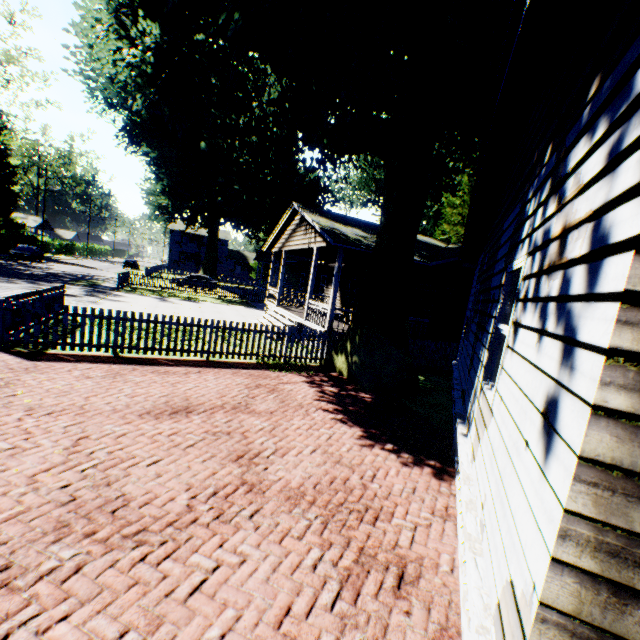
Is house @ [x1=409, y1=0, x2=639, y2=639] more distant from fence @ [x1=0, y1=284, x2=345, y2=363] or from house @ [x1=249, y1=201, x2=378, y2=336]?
fence @ [x1=0, y1=284, x2=345, y2=363]

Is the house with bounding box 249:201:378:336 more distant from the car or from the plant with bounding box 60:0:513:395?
the car

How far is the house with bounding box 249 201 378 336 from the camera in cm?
1270

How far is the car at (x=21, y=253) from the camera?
34.1 meters

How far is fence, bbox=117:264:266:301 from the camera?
26.7 meters

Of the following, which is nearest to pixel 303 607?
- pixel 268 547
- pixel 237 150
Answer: pixel 268 547

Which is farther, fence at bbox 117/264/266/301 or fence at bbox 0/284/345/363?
fence at bbox 117/264/266/301

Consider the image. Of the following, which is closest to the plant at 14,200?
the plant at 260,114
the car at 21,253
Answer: the plant at 260,114
